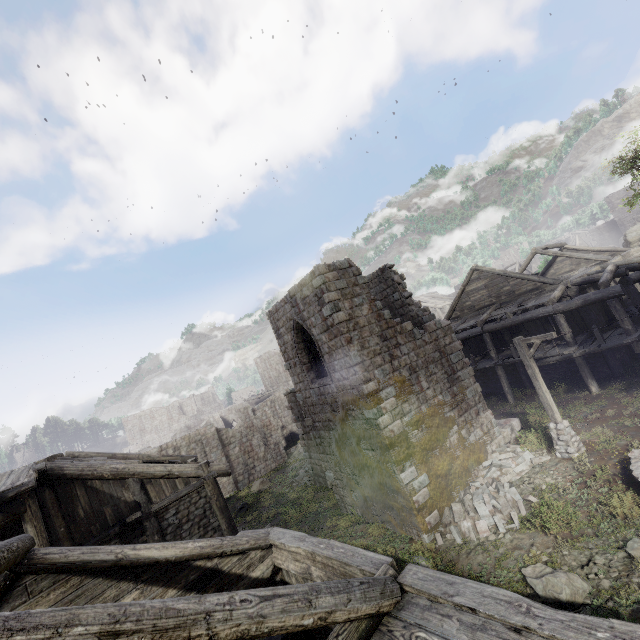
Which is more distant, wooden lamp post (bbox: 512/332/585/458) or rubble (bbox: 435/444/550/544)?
wooden lamp post (bbox: 512/332/585/458)

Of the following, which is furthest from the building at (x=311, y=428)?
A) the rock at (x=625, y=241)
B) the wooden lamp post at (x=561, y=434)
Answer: the wooden lamp post at (x=561, y=434)

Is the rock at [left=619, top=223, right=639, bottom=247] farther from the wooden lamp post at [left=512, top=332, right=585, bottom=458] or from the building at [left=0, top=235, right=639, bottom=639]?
the wooden lamp post at [left=512, top=332, right=585, bottom=458]

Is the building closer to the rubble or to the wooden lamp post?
the rubble

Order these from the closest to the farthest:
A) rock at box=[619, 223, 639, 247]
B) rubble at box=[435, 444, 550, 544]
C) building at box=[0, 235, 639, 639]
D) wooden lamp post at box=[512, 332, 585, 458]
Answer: building at box=[0, 235, 639, 639], rubble at box=[435, 444, 550, 544], wooden lamp post at box=[512, 332, 585, 458], rock at box=[619, 223, 639, 247]

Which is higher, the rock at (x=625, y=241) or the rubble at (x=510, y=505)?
the rock at (x=625, y=241)

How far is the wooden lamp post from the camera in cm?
1211

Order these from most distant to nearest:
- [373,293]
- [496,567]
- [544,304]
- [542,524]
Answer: [373,293] < [544,304] < [542,524] < [496,567]
